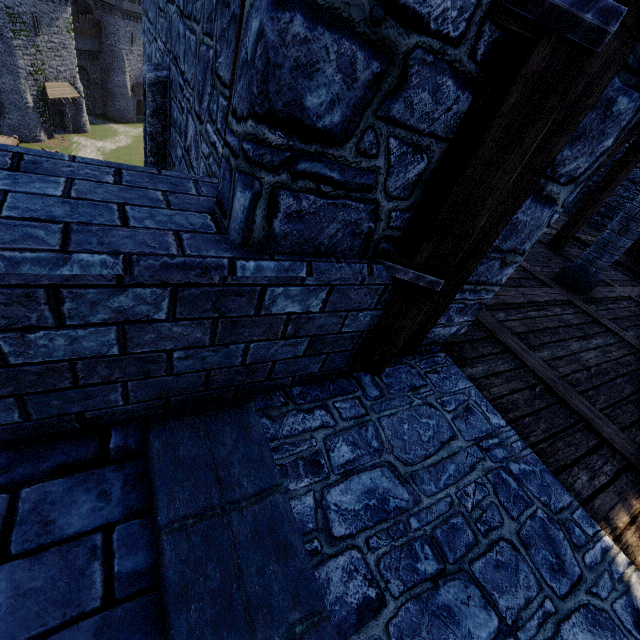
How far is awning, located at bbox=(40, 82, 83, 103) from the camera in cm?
3706

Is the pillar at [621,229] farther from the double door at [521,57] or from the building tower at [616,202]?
the double door at [521,57]

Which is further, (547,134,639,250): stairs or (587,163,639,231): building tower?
(587,163,639,231): building tower

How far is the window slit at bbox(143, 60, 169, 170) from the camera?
3.95m

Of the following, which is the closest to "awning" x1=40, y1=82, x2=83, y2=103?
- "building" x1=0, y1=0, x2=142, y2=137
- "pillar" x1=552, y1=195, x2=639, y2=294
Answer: "building" x1=0, y1=0, x2=142, y2=137

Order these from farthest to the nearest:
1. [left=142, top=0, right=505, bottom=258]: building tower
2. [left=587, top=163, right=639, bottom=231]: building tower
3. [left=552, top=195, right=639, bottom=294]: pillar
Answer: [left=587, top=163, right=639, bottom=231]: building tower
[left=552, top=195, right=639, bottom=294]: pillar
[left=142, top=0, right=505, bottom=258]: building tower

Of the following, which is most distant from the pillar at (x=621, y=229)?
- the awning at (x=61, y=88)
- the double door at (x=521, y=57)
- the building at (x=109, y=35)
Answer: the awning at (x=61, y=88)

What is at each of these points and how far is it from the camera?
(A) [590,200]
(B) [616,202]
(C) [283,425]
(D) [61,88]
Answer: (A) stairs, 7.7 meters
(B) building tower, 14.0 meters
(C) building tower, 2.0 meters
(D) awning, 39.1 meters
